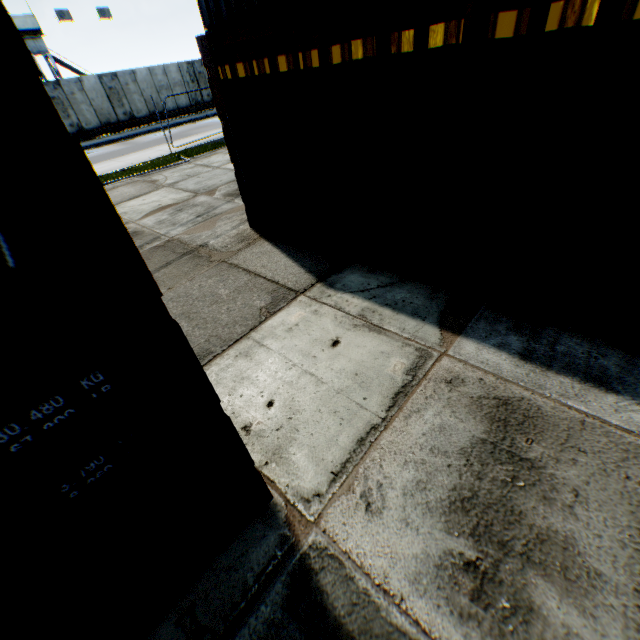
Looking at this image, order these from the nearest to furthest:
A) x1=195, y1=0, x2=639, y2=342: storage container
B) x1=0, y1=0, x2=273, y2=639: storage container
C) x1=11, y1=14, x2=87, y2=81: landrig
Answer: x1=0, y1=0, x2=273, y2=639: storage container
x1=195, y1=0, x2=639, y2=342: storage container
x1=11, y1=14, x2=87, y2=81: landrig

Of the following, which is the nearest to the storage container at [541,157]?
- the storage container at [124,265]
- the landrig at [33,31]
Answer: the storage container at [124,265]

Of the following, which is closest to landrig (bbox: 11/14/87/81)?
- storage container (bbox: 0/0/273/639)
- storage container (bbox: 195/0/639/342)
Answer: storage container (bbox: 0/0/273/639)

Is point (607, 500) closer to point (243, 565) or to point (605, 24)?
point (243, 565)

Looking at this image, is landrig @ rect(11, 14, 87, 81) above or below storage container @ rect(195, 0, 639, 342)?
above

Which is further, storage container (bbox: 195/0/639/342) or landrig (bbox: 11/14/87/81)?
landrig (bbox: 11/14/87/81)

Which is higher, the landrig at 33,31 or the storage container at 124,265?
the landrig at 33,31

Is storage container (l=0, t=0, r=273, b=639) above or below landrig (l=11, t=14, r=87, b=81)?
below
